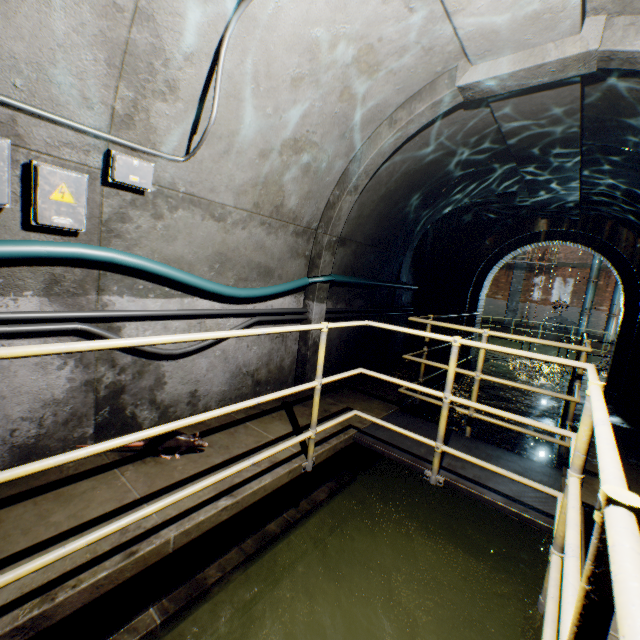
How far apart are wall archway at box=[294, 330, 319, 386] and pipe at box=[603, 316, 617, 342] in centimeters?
2079cm

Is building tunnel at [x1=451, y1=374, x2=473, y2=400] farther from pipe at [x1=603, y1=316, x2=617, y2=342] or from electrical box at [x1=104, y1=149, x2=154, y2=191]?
pipe at [x1=603, y1=316, x2=617, y2=342]

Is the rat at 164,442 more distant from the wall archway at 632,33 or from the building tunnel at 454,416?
the wall archway at 632,33

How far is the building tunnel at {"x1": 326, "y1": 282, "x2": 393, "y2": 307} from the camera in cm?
507

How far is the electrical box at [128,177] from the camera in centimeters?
234cm

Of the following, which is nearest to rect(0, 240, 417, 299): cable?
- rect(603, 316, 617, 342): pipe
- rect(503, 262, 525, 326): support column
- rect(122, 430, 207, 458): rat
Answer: rect(122, 430, 207, 458): rat

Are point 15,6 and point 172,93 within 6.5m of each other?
yes
